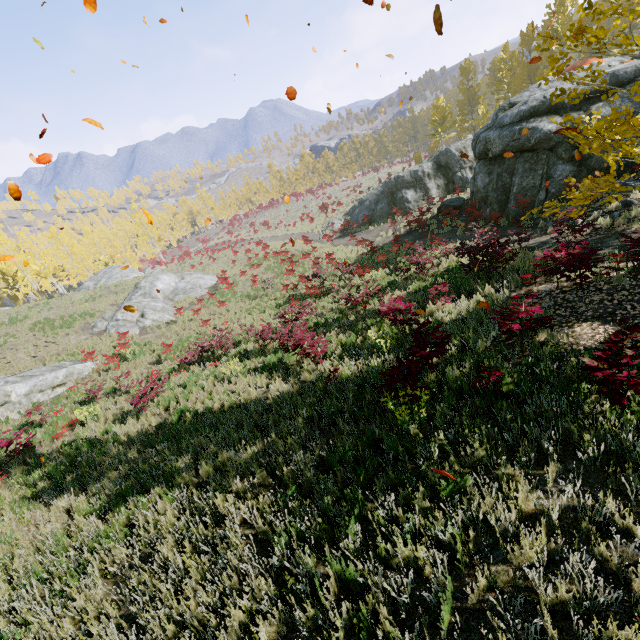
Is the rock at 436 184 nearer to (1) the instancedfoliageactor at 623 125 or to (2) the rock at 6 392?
(1) the instancedfoliageactor at 623 125

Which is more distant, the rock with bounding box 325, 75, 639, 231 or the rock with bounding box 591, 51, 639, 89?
the rock with bounding box 325, 75, 639, 231

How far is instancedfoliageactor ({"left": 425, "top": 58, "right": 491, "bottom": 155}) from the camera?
35.72m

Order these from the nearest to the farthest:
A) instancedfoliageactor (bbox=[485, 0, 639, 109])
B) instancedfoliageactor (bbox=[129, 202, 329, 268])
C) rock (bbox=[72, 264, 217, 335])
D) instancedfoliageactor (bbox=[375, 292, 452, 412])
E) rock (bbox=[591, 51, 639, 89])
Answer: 1. instancedfoliageactor (bbox=[485, 0, 639, 109])
2. instancedfoliageactor (bbox=[375, 292, 452, 412])
3. rock (bbox=[591, 51, 639, 89])
4. rock (bbox=[72, 264, 217, 335])
5. instancedfoliageactor (bbox=[129, 202, 329, 268])

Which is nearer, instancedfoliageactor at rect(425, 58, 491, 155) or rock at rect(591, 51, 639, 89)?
rock at rect(591, 51, 639, 89)

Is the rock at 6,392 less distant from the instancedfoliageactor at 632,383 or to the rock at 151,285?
the instancedfoliageactor at 632,383

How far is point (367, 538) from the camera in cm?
376

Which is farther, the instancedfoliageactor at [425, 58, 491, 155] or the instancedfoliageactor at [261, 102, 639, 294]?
the instancedfoliageactor at [425, 58, 491, 155]
